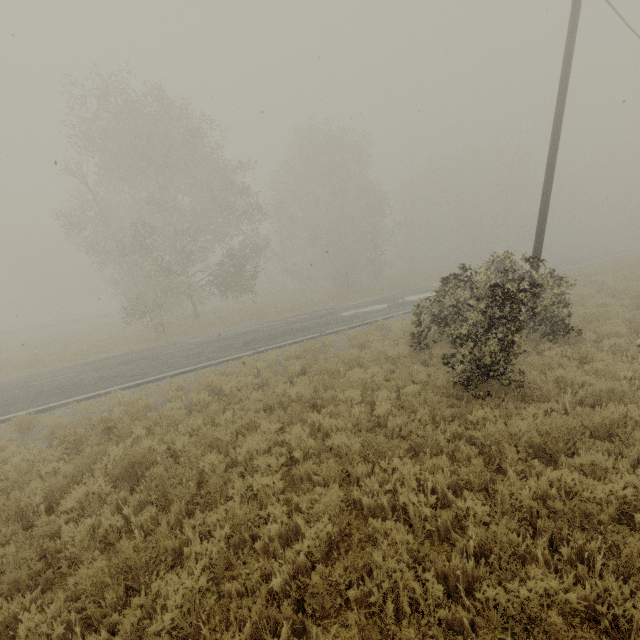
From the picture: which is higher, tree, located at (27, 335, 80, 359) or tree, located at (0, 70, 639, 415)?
tree, located at (0, 70, 639, 415)

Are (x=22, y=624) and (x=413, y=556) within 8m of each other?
yes

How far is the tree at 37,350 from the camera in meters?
19.0

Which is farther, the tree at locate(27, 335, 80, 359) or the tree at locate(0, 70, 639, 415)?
the tree at locate(27, 335, 80, 359)

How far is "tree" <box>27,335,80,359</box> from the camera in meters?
19.0 m

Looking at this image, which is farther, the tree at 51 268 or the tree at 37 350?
the tree at 37 350
